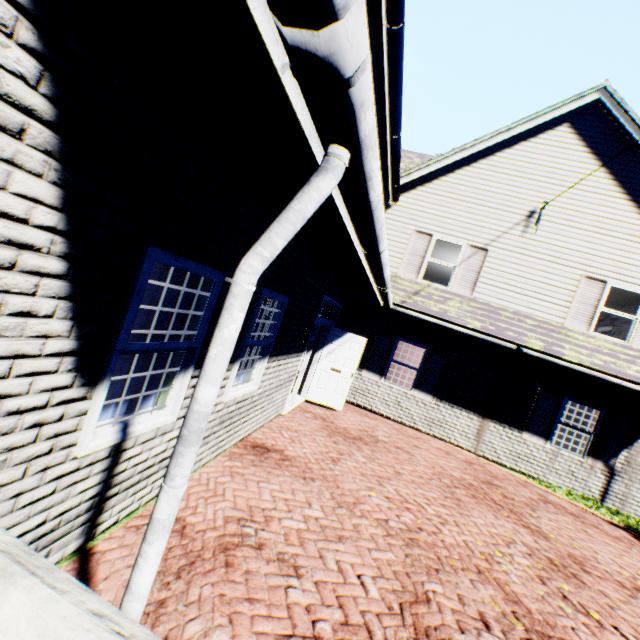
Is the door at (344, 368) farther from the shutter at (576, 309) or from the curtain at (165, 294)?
the shutter at (576, 309)

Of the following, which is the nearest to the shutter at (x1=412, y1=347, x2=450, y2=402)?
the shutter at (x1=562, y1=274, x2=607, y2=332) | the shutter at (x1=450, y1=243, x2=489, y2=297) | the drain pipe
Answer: the shutter at (x1=450, y1=243, x2=489, y2=297)

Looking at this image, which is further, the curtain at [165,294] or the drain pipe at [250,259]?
the curtain at [165,294]

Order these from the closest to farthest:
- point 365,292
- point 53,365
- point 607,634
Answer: point 53,365 → point 607,634 → point 365,292

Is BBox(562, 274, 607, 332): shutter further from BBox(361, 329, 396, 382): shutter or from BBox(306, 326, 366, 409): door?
BBox(306, 326, 366, 409): door

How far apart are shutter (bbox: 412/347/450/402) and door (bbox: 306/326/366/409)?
2.3m

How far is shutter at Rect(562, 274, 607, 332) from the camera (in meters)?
9.23

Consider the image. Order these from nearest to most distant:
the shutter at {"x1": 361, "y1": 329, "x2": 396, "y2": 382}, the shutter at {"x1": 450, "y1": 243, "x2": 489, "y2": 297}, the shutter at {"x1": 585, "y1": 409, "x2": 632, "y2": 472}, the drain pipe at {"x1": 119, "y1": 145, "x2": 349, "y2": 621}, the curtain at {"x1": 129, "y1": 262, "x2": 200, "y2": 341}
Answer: the drain pipe at {"x1": 119, "y1": 145, "x2": 349, "y2": 621}, the curtain at {"x1": 129, "y1": 262, "x2": 200, "y2": 341}, the shutter at {"x1": 585, "y1": 409, "x2": 632, "y2": 472}, the shutter at {"x1": 450, "y1": 243, "x2": 489, "y2": 297}, the shutter at {"x1": 361, "y1": 329, "x2": 396, "y2": 382}
